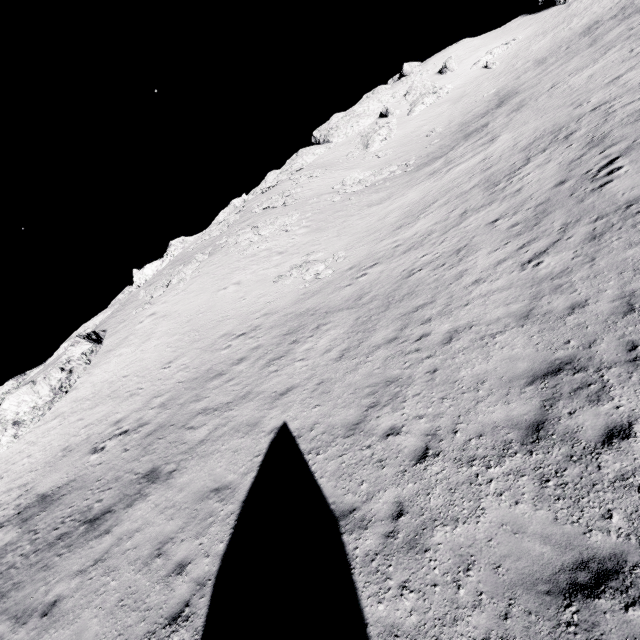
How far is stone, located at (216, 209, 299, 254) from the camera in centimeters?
3088cm

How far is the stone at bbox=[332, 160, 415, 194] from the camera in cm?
3516

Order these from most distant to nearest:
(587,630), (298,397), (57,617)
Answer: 1. (298,397)
2. (57,617)
3. (587,630)

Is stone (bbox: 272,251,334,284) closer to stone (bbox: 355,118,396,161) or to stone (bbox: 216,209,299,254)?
stone (bbox: 216,209,299,254)

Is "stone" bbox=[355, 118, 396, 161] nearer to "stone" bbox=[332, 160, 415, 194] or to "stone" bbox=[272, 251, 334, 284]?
"stone" bbox=[332, 160, 415, 194]

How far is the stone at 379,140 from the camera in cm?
4973

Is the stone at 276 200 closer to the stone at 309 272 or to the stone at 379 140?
the stone at 379 140

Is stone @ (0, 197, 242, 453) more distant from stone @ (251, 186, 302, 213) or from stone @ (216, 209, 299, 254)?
stone @ (251, 186, 302, 213)
